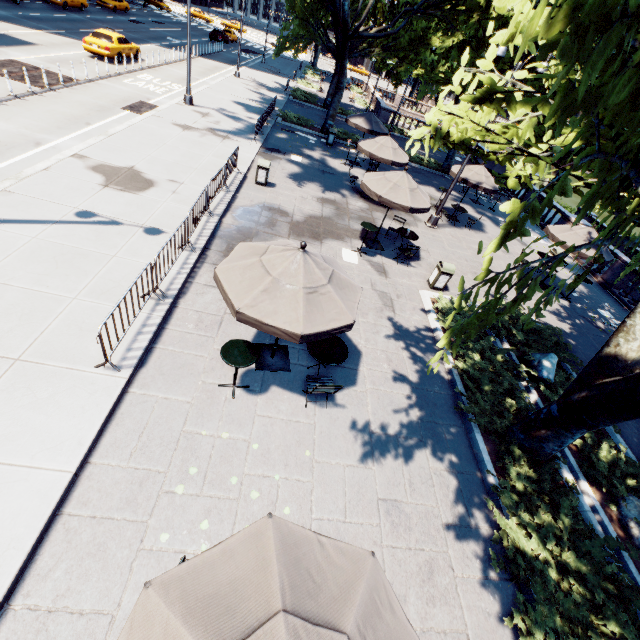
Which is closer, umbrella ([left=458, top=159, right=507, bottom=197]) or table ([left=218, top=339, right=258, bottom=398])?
table ([left=218, top=339, right=258, bottom=398])

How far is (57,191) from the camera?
9.8 meters

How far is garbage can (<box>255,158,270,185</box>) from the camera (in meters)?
13.96

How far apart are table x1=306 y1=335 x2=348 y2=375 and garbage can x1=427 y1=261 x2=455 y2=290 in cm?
609

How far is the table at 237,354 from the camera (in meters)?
5.86

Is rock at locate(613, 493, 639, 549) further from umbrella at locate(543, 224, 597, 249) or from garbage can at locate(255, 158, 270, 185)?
garbage can at locate(255, 158, 270, 185)

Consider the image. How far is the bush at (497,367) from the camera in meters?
7.9 m

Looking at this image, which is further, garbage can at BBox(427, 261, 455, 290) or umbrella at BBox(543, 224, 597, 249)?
umbrella at BBox(543, 224, 597, 249)
